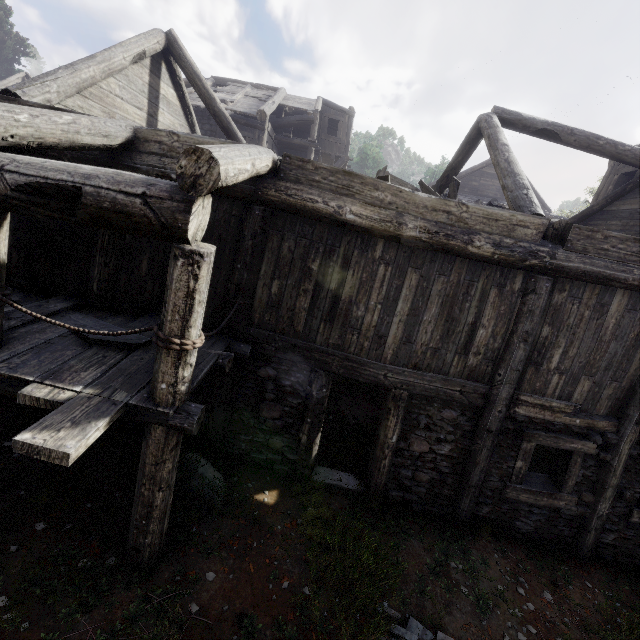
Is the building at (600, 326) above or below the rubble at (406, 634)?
above

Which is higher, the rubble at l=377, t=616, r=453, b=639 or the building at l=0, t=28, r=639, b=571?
the building at l=0, t=28, r=639, b=571

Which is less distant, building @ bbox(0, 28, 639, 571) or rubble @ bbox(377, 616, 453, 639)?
building @ bbox(0, 28, 639, 571)

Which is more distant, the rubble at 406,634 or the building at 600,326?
the rubble at 406,634

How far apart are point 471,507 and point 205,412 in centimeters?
539cm
